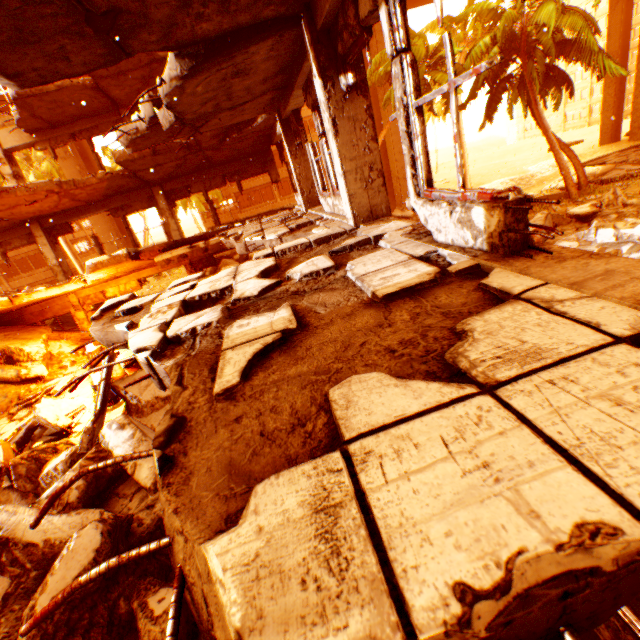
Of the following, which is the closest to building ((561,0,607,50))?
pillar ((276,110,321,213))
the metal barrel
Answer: pillar ((276,110,321,213))

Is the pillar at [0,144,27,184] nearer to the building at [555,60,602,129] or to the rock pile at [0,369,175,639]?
the rock pile at [0,369,175,639]

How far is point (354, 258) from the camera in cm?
344

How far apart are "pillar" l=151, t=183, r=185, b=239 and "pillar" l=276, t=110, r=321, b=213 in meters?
6.4

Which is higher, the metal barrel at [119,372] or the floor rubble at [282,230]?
the floor rubble at [282,230]

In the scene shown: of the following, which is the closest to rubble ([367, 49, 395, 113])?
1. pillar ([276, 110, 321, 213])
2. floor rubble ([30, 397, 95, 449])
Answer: floor rubble ([30, 397, 95, 449])

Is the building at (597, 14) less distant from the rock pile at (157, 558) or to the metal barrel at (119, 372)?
the rock pile at (157, 558)

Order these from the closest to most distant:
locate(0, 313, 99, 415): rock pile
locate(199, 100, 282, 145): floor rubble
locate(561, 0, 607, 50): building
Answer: locate(199, 100, 282, 145): floor rubble, locate(0, 313, 99, 415): rock pile, locate(561, 0, 607, 50): building
